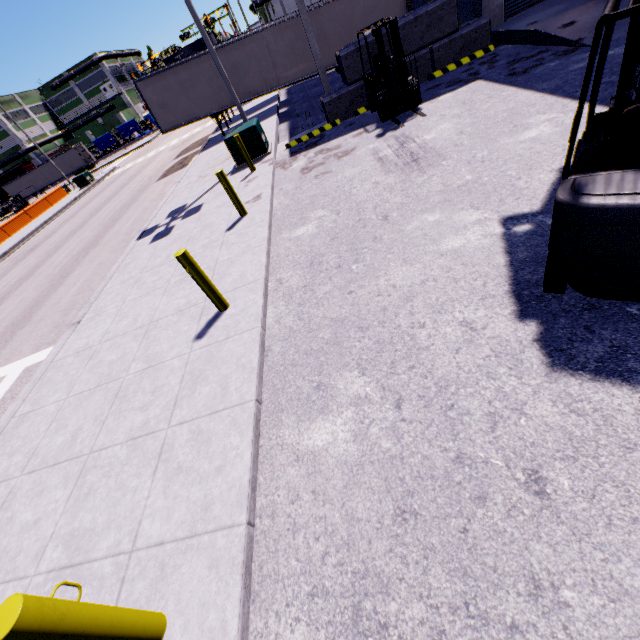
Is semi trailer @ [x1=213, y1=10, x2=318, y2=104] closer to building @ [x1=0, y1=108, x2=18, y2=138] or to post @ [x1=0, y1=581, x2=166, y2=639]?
building @ [x1=0, y1=108, x2=18, y2=138]

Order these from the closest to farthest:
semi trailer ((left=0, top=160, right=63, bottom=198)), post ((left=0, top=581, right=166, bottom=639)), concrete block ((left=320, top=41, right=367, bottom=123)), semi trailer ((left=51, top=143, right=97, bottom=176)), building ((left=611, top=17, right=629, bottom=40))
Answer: post ((left=0, top=581, right=166, bottom=639)) < building ((left=611, top=17, right=629, bottom=40)) < concrete block ((left=320, top=41, right=367, bottom=123)) < semi trailer ((left=51, top=143, right=97, bottom=176)) < semi trailer ((left=0, top=160, right=63, bottom=198))

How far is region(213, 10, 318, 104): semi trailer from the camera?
17.0 meters

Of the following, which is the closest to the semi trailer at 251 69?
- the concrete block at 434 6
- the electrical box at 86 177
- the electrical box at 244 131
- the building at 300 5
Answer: the building at 300 5

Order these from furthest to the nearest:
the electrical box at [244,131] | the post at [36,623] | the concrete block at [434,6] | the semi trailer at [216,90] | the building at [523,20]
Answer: the semi trailer at [216,90] → the electrical box at [244,131] → the concrete block at [434,6] → the building at [523,20] → the post at [36,623]

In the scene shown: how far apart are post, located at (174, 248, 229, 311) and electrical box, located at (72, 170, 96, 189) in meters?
36.8 m

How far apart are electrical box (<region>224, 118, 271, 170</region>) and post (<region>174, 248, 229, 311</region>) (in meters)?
8.53

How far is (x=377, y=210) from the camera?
6.2m
